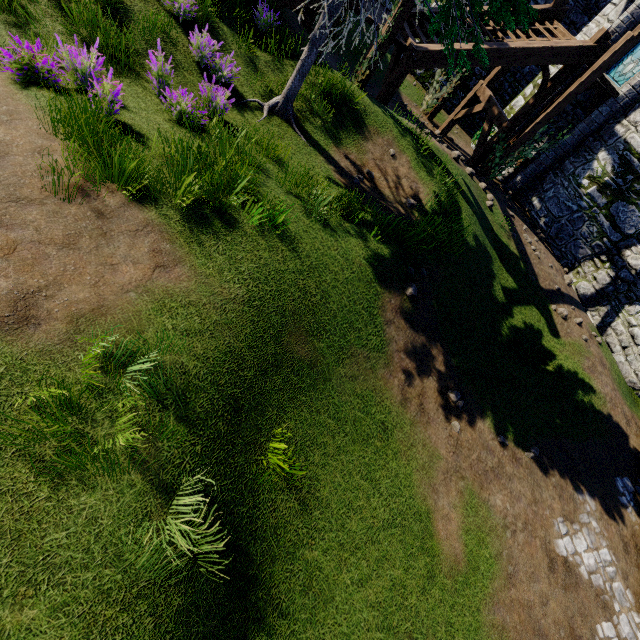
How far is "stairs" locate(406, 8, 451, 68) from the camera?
10.0 meters

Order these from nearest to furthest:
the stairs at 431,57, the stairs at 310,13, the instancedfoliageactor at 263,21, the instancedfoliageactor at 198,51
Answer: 1. the instancedfoliageactor at 198,51
2. the instancedfoliageactor at 263,21
3. the stairs at 310,13
4. the stairs at 431,57

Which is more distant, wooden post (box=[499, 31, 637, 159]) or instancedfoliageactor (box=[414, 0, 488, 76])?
wooden post (box=[499, 31, 637, 159])

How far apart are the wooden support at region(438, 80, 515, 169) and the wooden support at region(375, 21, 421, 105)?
4.5 meters

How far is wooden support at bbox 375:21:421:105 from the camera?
10.0m

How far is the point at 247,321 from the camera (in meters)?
4.35

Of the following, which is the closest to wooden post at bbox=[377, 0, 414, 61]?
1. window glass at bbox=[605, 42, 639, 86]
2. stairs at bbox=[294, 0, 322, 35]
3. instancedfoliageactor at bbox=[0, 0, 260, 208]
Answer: instancedfoliageactor at bbox=[0, 0, 260, 208]

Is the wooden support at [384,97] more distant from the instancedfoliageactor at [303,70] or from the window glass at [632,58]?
the window glass at [632,58]
